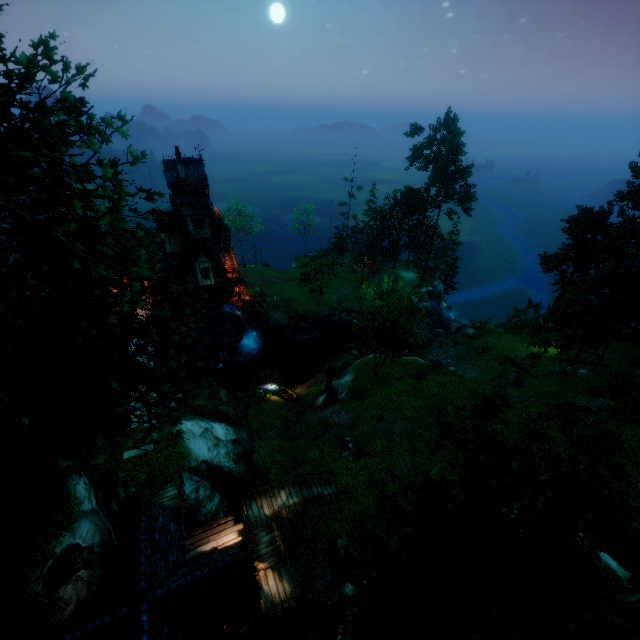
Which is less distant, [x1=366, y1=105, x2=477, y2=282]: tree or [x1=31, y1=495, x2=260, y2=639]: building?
[x1=31, y1=495, x2=260, y2=639]: building

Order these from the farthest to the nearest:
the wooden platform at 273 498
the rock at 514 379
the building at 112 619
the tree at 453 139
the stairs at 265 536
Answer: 1. the tree at 453 139
2. the rock at 514 379
3. the wooden platform at 273 498
4. the stairs at 265 536
5. the building at 112 619

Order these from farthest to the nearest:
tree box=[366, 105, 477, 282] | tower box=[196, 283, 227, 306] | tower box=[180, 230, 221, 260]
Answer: tree box=[366, 105, 477, 282] < tower box=[196, 283, 227, 306] < tower box=[180, 230, 221, 260]

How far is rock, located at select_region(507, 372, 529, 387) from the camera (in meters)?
31.77

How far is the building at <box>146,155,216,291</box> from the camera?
33.31m

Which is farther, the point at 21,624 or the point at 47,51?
the point at 21,624

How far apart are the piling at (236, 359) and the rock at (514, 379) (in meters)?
30.45

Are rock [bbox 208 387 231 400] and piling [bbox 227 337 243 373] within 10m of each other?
yes
